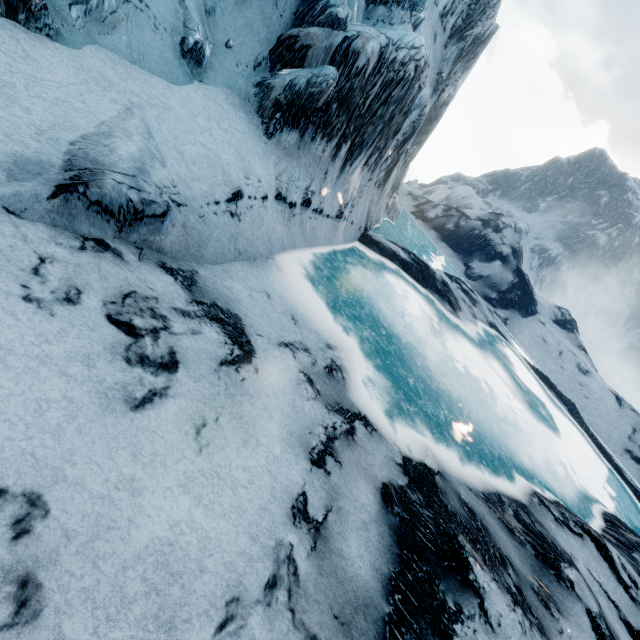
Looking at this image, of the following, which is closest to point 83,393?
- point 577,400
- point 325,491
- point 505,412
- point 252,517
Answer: point 252,517
